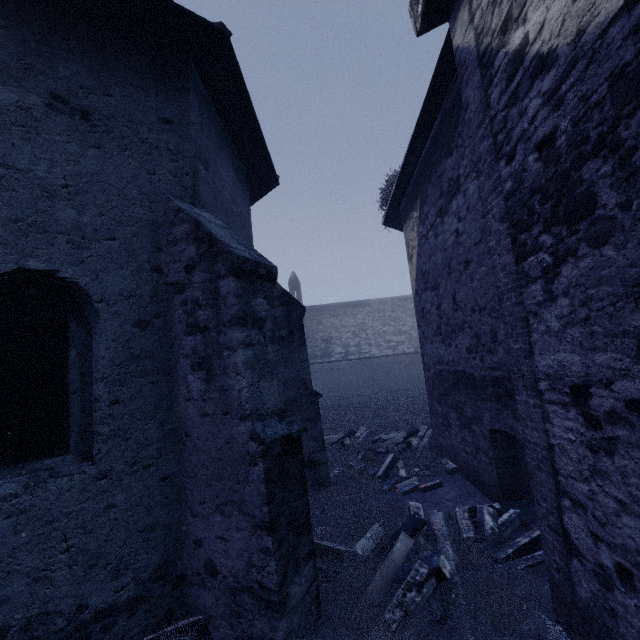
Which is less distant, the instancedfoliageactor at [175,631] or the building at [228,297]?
the building at [228,297]

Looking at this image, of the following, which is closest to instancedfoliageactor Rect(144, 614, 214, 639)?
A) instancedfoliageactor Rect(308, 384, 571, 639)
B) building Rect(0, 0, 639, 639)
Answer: building Rect(0, 0, 639, 639)

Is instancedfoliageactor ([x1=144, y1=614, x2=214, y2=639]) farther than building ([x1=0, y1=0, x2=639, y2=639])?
Yes

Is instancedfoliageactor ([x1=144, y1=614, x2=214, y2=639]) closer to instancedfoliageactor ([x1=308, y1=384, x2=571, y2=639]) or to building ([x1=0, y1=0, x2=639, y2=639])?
building ([x1=0, y1=0, x2=639, y2=639])

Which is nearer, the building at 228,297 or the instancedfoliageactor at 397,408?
the building at 228,297

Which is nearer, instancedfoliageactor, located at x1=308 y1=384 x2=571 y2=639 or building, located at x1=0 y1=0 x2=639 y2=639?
building, located at x1=0 y1=0 x2=639 y2=639

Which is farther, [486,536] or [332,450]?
[332,450]
